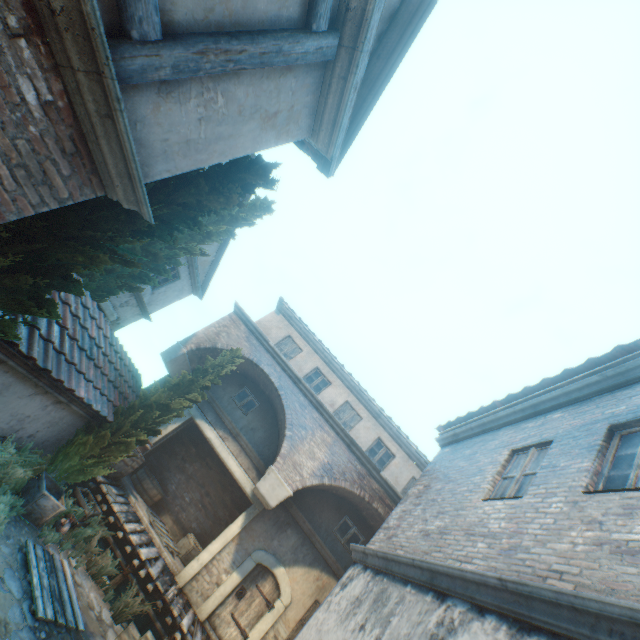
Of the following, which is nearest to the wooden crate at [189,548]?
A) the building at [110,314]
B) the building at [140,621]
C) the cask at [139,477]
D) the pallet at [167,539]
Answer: the pallet at [167,539]

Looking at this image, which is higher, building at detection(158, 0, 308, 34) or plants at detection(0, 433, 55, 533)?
building at detection(158, 0, 308, 34)

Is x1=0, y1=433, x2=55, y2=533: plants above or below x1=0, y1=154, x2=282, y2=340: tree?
below

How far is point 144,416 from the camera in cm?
877

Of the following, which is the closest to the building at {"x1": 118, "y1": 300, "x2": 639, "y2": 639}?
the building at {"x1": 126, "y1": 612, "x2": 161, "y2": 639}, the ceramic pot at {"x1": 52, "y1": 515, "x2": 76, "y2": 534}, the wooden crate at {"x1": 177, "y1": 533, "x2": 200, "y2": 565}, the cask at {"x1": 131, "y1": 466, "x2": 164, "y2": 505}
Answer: the building at {"x1": 126, "y1": 612, "x2": 161, "y2": 639}

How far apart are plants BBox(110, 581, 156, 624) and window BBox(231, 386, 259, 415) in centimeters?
561cm

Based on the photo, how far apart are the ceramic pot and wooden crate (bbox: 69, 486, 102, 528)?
0.0m

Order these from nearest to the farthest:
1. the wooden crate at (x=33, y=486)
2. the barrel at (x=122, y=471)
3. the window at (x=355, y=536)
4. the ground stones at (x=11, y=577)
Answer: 1. the ground stones at (x=11, y=577)
2. the wooden crate at (x=33, y=486)
3. the barrel at (x=122, y=471)
4. the window at (x=355, y=536)
